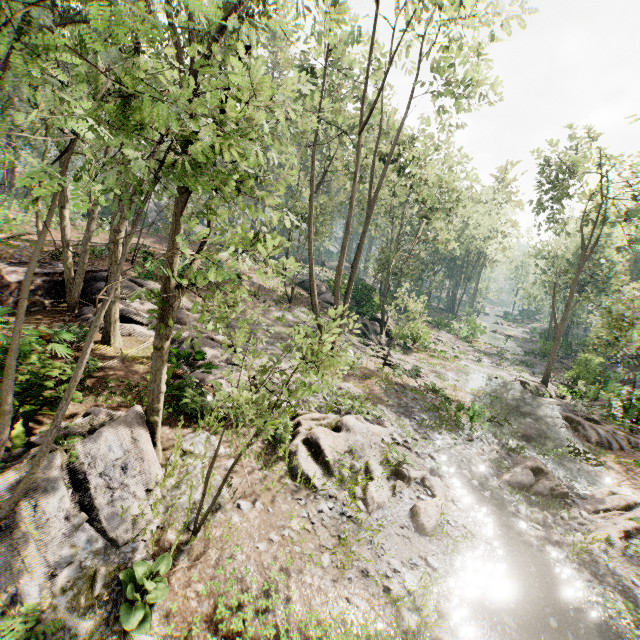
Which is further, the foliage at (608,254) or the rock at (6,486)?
the foliage at (608,254)

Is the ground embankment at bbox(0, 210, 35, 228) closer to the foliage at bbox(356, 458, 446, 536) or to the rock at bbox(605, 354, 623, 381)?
the foliage at bbox(356, 458, 446, 536)

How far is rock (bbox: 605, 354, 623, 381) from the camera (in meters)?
24.92

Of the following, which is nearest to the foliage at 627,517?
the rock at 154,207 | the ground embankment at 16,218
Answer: the ground embankment at 16,218

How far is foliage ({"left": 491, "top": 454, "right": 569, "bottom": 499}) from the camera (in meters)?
12.05

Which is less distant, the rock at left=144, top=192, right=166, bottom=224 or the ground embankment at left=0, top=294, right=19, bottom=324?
the ground embankment at left=0, top=294, right=19, bottom=324

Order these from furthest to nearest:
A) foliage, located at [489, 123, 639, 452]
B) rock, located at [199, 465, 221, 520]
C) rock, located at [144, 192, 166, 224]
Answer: rock, located at [144, 192, 166, 224] → foliage, located at [489, 123, 639, 452] → rock, located at [199, 465, 221, 520]

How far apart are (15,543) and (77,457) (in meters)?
1.60
